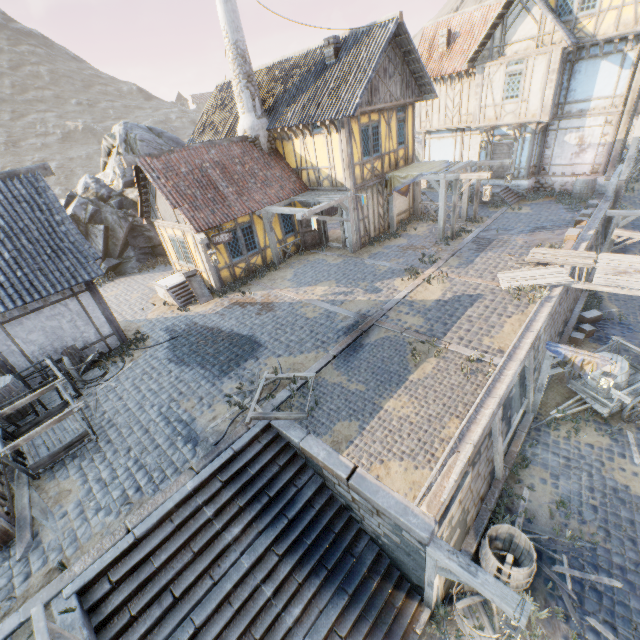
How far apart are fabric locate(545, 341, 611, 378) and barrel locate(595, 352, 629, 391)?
1.3 meters

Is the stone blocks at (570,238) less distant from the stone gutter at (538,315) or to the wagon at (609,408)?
the stone gutter at (538,315)

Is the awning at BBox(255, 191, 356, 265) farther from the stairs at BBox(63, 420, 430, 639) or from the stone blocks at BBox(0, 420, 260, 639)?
the stairs at BBox(63, 420, 430, 639)

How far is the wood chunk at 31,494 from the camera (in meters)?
6.16

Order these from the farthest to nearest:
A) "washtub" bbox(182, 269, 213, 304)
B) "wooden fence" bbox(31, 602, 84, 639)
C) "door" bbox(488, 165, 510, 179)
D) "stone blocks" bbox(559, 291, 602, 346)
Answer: "door" bbox(488, 165, 510, 179) → "washtub" bbox(182, 269, 213, 304) → "stone blocks" bbox(559, 291, 602, 346) → "wooden fence" bbox(31, 602, 84, 639)

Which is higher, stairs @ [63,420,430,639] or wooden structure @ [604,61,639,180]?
wooden structure @ [604,61,639,180]

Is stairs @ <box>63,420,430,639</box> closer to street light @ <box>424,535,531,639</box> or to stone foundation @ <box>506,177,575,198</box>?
street light @ <box>424,535,531,639</box>

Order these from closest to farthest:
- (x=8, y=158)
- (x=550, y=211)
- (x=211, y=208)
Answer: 1. (x=211, y=208)
2. (x=550, y=211)
3. (x=8, y=158)
